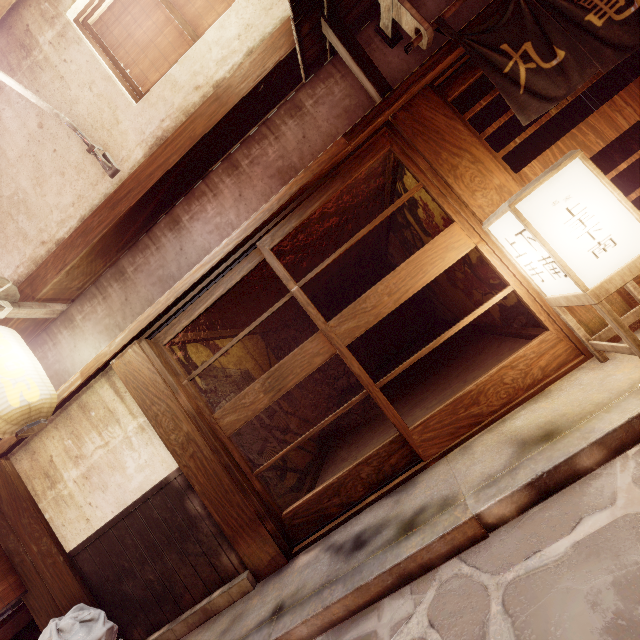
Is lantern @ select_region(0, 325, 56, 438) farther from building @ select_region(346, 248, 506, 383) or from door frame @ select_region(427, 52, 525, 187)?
door frame @ select_region(427, 52, 525, 187)

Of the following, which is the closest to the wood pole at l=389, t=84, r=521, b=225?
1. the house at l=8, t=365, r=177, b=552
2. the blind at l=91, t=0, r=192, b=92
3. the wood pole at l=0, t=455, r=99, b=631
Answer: the blind at l=91, t=0, r=192, b=92

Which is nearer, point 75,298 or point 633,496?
point 633,496

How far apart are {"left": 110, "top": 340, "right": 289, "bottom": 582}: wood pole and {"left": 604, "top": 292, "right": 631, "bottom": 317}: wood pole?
6.3m

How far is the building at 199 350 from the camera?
8.16m

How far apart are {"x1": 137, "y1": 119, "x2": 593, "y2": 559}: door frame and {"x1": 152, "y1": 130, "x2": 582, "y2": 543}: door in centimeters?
1cm

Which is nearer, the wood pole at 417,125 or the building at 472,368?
the wood pole at 417,125
